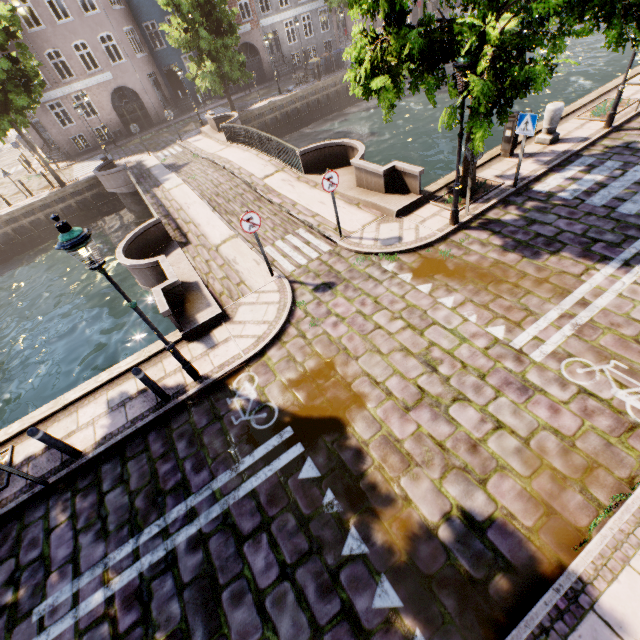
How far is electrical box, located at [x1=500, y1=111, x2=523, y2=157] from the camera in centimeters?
977cm

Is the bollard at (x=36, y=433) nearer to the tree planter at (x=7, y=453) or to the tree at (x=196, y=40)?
the tree planter at (x=7, y=453)

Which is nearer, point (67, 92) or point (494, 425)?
point (494, 425)

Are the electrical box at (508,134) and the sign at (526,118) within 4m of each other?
yes

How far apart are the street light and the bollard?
2.41m

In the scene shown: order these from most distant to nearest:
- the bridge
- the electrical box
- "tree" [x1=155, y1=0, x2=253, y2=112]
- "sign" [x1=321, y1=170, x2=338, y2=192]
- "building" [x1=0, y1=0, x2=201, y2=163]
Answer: "building" [x1=0, y1=0, x2=201, y2=163] → "tree" [x1=155, y1=0, x2=253, y2=112] → the electrical box → the bridge → "sign" [x1=321, y1=170, x2=338, y2=192]

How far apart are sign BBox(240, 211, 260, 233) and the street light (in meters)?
3.18

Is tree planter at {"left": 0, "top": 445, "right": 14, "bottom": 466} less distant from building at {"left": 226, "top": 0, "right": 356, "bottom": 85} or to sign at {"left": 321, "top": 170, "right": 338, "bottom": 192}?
sign at {"left": 321, "top": 170, "right": 338, "bottom": 192}
